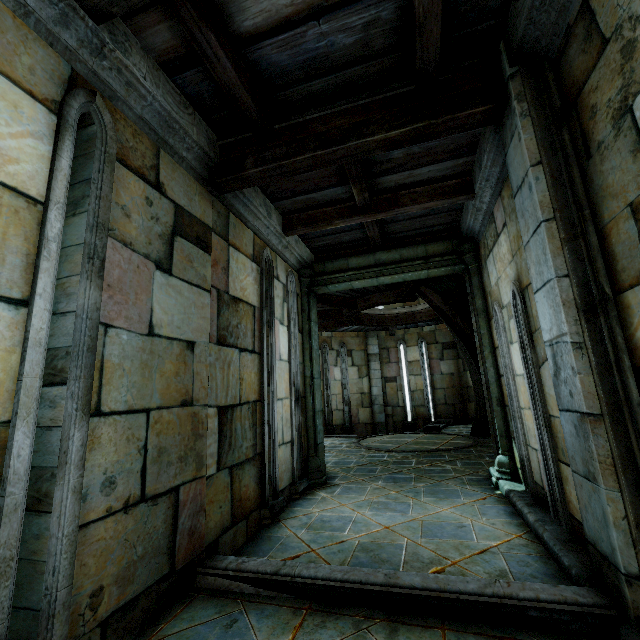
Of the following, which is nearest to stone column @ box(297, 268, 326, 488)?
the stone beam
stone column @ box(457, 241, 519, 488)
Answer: the stone beam

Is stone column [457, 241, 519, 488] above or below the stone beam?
below

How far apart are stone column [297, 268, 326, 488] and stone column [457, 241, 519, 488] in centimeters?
265cm

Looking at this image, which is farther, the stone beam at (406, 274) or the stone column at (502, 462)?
the stone beam at (406, 274)

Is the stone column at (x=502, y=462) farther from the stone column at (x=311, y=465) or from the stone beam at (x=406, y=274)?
the stone column at (x=311, y=465)

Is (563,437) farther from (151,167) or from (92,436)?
(151,167)

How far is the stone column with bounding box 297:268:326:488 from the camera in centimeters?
544cm
